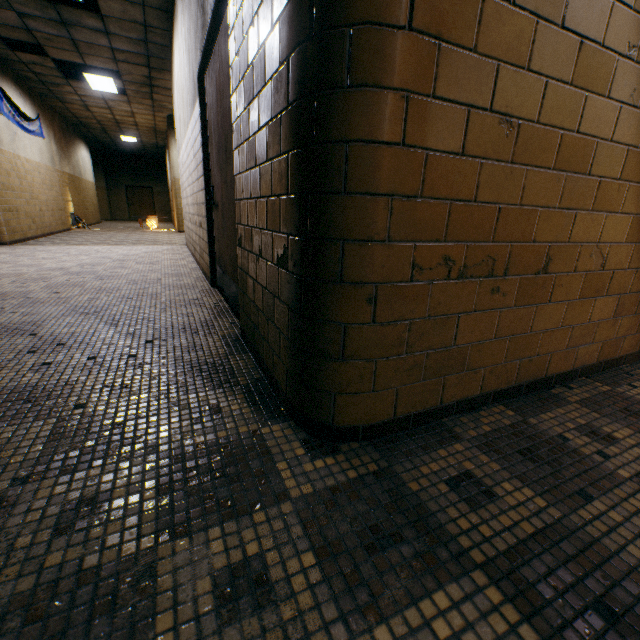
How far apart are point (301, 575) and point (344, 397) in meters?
0.6

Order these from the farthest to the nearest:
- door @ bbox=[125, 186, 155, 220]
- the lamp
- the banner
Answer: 1. door @ bbox=[125, 186, 155, 220]
2. the lamp
3. the banner

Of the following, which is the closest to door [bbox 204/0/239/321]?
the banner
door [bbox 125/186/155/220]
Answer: the banner

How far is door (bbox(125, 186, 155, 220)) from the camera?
21.27m

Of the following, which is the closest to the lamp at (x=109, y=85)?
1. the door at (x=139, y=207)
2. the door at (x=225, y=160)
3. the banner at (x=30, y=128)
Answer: the banner at (x=30, y=128)

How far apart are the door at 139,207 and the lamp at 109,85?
13.6m

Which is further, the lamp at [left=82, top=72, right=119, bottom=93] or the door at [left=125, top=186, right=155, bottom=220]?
the door at [left=125, top=186, right=155, bottom=220]

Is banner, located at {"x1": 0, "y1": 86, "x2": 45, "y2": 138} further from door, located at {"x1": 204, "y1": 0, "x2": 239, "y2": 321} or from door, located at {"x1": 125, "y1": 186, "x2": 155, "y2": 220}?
door, located at {"x1": 125, "y1": 186, "x2": 155, "y2": 220}
